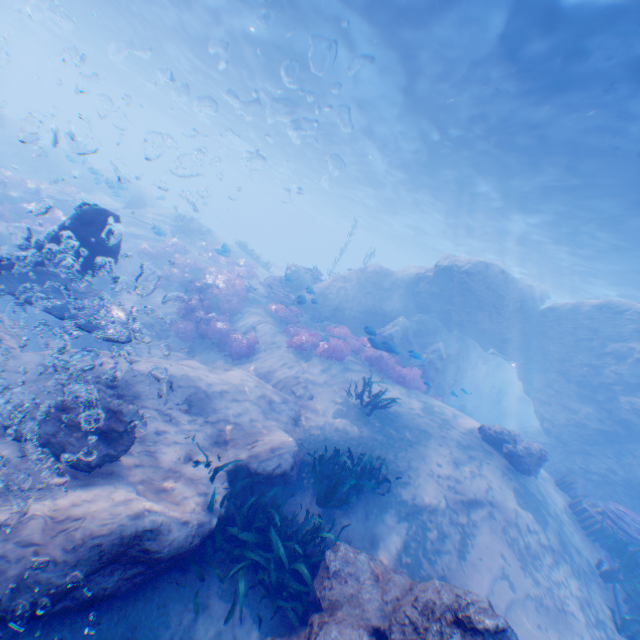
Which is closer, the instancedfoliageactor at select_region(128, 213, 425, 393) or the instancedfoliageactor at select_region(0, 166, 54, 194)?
the instancedfoliageactor at select_region(128, 213, 425, 393)

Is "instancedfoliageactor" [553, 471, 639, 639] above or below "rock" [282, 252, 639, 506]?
below

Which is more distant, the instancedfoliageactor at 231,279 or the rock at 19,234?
the instancedfoliageactor at 231,279

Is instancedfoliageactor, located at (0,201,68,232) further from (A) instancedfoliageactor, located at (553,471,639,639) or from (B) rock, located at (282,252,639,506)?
(A) instancedfoliageactor, located at (553,471,639,639)

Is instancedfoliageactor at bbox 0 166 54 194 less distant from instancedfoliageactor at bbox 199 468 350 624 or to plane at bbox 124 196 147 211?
plane at bbox 124 196 147 211

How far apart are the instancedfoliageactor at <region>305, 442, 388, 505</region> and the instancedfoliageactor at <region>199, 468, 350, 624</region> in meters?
1.1 m

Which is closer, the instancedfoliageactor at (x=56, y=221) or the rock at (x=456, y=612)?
the rock at (x=456, y=612)

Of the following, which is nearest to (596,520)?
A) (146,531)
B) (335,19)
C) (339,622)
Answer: (339,622)
